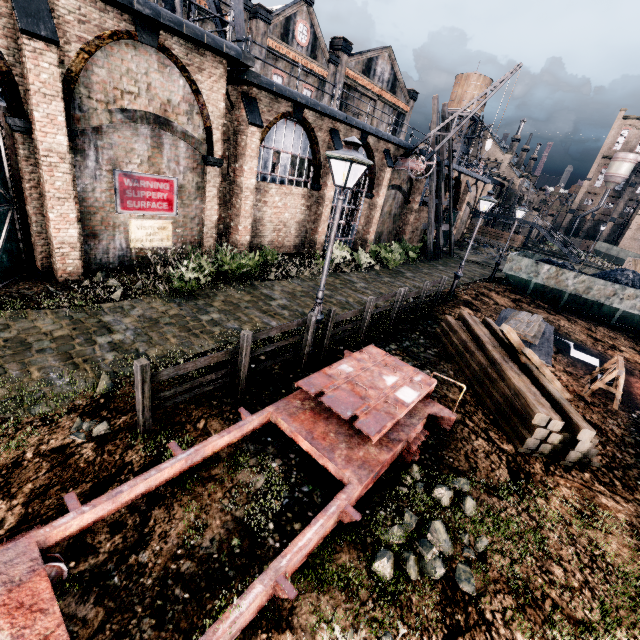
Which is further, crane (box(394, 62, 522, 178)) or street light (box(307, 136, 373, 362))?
crane (box(394, 62, 522, 178))

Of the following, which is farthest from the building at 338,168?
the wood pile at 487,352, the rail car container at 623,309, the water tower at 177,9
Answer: the wood pile at 487,352

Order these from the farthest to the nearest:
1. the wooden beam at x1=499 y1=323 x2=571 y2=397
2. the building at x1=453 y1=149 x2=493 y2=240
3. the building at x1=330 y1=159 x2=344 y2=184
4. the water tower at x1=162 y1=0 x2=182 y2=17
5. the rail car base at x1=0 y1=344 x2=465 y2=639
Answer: the building at x1=453 y1=149 x2=493 y2=240 → the building at x1=330 y1=159 x2=344 y2=184 → the water tower at x1=162 y1=0 x2=182 y2=17 → the wooden beam at x1=499 y1=323 x2=571 y2=397 → the rail car base at x1=0 y1=344 x2=465 y2=639

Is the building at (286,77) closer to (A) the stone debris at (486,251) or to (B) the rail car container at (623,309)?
(A) the stone debris at (486,251)

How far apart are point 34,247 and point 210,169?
7.0m

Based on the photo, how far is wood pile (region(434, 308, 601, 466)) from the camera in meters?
7.2 m

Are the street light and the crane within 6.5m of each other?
no

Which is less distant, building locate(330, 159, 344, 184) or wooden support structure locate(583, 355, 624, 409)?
wooden support structure locate(583, 355, 624, 409)
